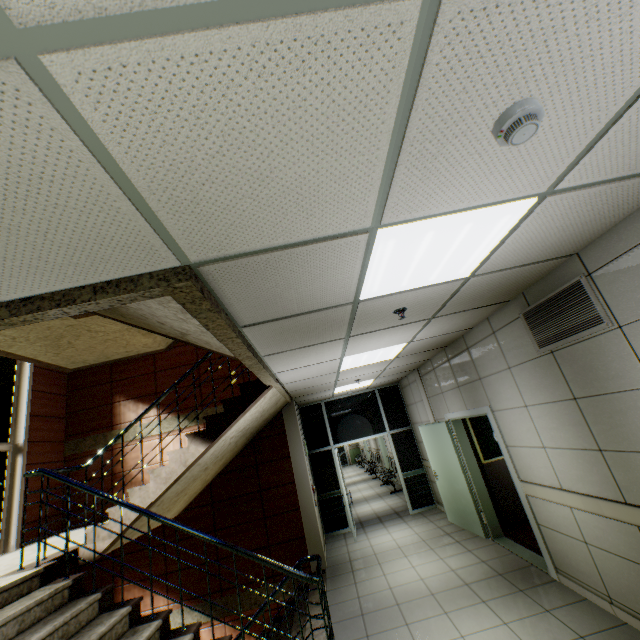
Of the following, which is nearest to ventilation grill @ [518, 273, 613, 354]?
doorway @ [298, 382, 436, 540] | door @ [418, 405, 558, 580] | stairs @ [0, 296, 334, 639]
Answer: door @ [418, 405, 558, 580]

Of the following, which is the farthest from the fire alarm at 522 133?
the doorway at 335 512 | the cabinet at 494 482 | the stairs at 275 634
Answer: the doorway at 335 512

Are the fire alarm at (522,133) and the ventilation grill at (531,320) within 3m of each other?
yes

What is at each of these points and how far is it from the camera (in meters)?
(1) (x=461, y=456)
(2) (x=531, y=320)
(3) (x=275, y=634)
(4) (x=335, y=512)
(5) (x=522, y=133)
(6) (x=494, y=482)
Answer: (1) door, 6.09
(2) ventilation grill, 3.50
(3) stairs, 5.37
(4) doorway, 8.24
(5) fire alarm, 1.22
(6) cabinet, 6.09

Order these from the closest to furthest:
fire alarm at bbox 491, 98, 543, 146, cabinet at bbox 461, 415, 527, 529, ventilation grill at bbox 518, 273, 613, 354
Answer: fire alarm at bbox 491, 98, 543, 146
ventilation grill at bbox 518, 273, 613, 354
cabinet at bbox 461, 415, 527, 529

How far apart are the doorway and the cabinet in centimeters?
257cm

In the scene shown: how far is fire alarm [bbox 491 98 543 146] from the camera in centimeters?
117cm

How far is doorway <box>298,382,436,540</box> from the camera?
8.23m
